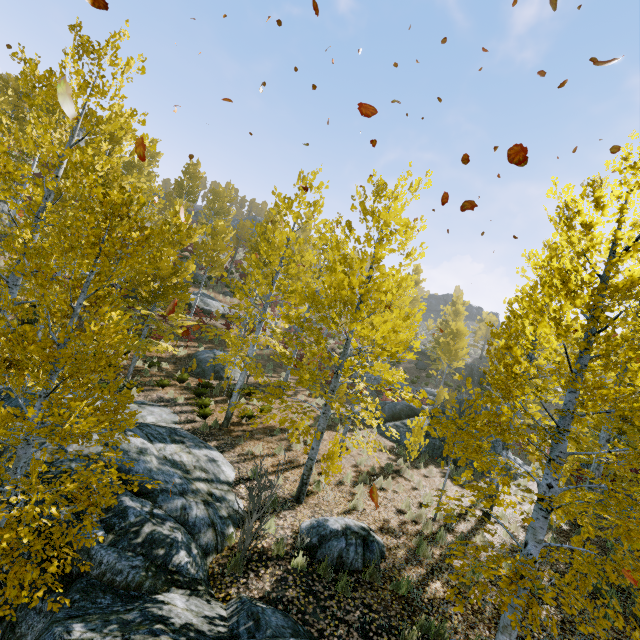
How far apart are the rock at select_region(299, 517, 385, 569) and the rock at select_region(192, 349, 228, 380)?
10.7 meters

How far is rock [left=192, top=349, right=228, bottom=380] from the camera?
16.9m

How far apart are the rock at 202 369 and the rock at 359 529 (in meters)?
10.67

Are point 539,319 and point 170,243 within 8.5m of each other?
no

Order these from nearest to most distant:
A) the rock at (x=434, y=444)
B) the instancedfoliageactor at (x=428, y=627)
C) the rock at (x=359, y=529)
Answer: the instancedfoliageactor at (x=428, y=627) < the rock at (x=359, y=529) < the rock at (x=434, y=444)

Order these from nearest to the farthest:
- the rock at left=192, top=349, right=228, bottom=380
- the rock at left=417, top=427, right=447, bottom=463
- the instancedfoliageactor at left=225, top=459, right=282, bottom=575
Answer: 1. the instancedfoliageactor at left=225, top=459, right=282, bottom=575
2. the rock at left=417, top=427, right=447, bottom=463
3. the rock at left=192, top=349, right=228, bottom=380

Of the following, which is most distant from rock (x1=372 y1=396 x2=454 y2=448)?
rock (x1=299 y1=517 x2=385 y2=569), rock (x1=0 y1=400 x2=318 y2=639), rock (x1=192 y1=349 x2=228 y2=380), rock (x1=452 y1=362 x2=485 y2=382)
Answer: rock (x1=452 y1=362 x2=485 y2=382)

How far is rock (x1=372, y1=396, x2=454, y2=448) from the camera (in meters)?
17.09
